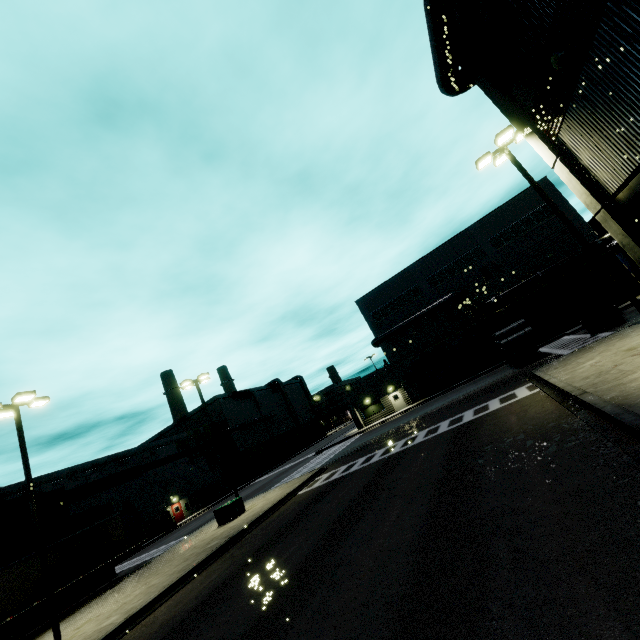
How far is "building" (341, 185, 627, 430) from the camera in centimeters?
3378cm

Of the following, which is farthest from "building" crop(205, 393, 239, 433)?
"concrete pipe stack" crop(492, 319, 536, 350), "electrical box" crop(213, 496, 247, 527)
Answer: "electrical box" crop(213, 496, 247, 527)

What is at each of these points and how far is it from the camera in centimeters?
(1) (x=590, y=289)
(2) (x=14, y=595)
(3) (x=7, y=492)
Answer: (1) cargo container door, 2131cm
(2) semi trailer, 1745cm
(3) building, 3025cm

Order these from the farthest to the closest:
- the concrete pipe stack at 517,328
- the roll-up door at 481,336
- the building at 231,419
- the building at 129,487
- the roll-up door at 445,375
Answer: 1. the building at 231,419
2. the roll-up door at 445,375
3. the roll-up door at 481,336
4. the building at 129,487
5. the concrete pipe stack at 517,328

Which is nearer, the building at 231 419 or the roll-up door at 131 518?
the roll-up door at 131 518

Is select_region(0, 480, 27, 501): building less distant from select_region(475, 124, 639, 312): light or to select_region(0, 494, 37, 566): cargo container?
select_region(475, 124, 639, 312): light

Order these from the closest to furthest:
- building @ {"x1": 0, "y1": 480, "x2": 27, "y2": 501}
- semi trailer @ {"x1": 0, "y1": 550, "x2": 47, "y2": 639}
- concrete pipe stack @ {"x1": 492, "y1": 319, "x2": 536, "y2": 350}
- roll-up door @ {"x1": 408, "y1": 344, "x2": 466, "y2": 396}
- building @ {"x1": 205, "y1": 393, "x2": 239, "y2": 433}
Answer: semi trailer @ {"x1": 0, "y1": 550, "x2": 47, "y2": 639} < concrete pipe stack @ {"x1": 492, "y1": 319, "x2": 536, "y2": 350} < building @ {"x1": 0, "y1": 480, "x2": 27, "y2": 501} < roll-up door @ {"x1": 408, "y1": 344, "x2": 466, "y2": 396} < building @ {"x1": 205, "y1": 393, "x2": 239, "y2": 433}

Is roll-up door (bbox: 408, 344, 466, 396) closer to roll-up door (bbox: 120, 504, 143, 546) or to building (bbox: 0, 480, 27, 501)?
building (bbox: 0, 480, 27, 501)
